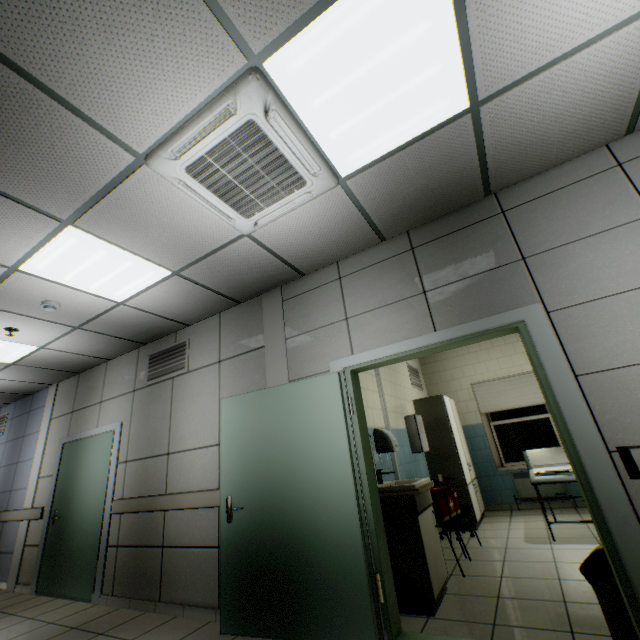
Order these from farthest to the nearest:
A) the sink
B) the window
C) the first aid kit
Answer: the window < the first aid kit < the sink

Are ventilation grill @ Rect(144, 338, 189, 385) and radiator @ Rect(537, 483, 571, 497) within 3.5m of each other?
no

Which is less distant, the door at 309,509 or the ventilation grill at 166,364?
the door at 309,509

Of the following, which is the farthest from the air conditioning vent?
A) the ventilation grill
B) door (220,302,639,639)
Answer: the ventilation grill

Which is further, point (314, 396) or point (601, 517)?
point (314, 396)

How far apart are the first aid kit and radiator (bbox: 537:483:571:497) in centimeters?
250cm

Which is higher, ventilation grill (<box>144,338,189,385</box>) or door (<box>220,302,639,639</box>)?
ventilation grill (<box>144,338,189,385</box>)

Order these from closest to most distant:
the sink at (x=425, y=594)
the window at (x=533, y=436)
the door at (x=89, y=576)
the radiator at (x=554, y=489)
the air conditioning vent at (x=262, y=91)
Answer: the air conditioning vent at (x=262, y=91), the sink at (x=425, y=594), the door at (x=89, y=576), the radiator at (x=554, y=489), the window at (x=533, y=436)
